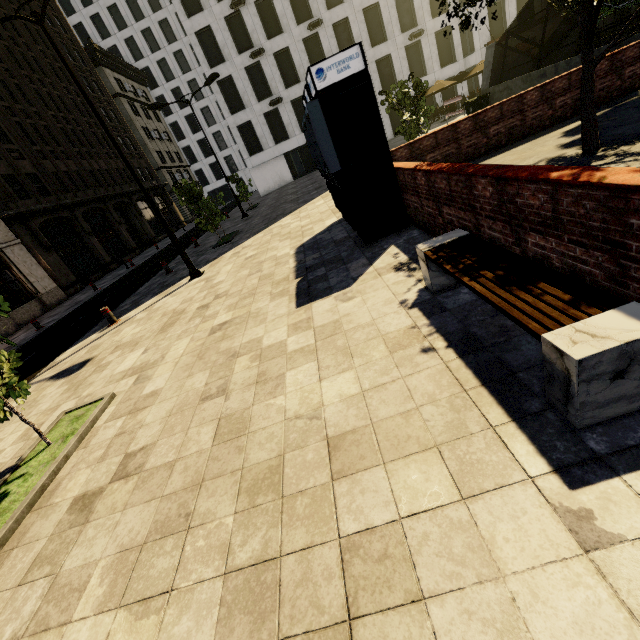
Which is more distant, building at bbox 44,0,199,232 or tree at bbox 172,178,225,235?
building at bbox 44,0,199,232

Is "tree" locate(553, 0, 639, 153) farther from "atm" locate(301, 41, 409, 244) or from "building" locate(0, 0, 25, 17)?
"atm" locate(301, 41, 409, 244)

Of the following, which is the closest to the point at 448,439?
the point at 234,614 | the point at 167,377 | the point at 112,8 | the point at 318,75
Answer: the point at 234,614

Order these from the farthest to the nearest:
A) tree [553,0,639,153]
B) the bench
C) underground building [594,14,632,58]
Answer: underground building [594,14,632,58] → tree [553,0,639,153] → the bench

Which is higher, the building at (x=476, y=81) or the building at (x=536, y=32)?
the building at (x=536, y=32)

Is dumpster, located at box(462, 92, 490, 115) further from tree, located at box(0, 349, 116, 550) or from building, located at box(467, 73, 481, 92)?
building, located at box(467, 73, 481, 92)

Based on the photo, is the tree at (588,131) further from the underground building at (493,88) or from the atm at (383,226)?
the atm at (383,226)
